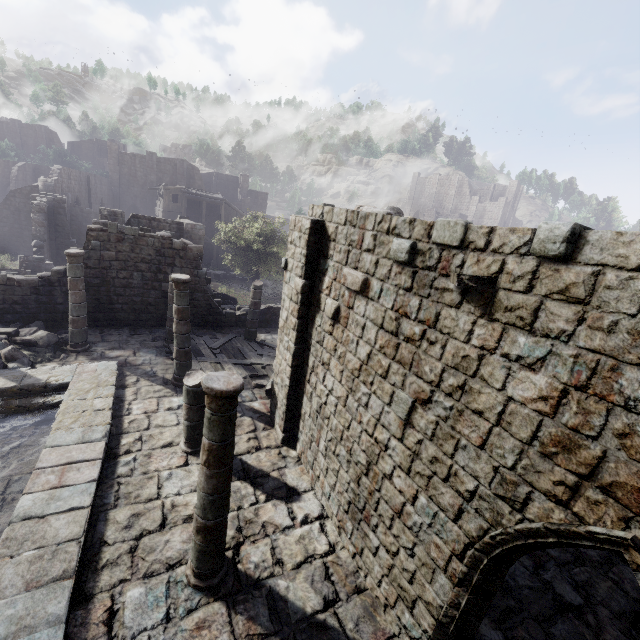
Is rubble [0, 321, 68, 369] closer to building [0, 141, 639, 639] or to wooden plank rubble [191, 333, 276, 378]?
building [0, 141, 639, 639]

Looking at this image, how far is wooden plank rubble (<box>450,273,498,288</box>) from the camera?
4.07m

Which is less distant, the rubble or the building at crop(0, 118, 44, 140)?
the rubble

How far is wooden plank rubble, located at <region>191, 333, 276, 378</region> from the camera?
13.0m

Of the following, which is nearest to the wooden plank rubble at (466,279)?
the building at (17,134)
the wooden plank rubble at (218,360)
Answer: the building at (17,134)

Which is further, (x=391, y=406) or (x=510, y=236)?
(x=391, y=406)

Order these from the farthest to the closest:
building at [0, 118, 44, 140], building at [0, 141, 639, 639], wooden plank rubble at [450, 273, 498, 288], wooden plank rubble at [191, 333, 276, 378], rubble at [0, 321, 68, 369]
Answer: building at [0, 118, 44, 140] → wooden plank rubble at [191, 333, 276, 378] → rubble at [0, 321, 68, 369] → wooden plank rubble at [450, 273, 498, 288] → building at [0, 141, 639, 639]

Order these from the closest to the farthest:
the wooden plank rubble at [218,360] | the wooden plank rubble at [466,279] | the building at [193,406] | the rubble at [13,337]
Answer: the building at [193,406]
the wooden plank rubble at [466,279]
the rubble at [13,337]
the wooden plank rubble at [218,360]
